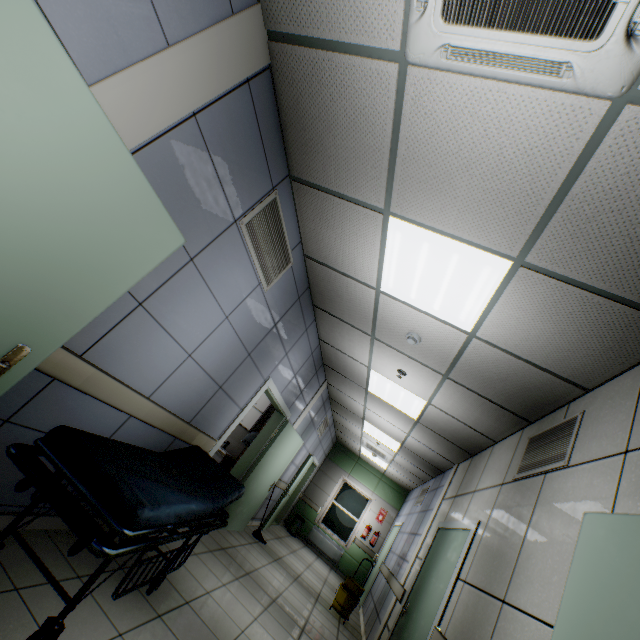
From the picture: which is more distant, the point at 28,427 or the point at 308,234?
the point at 308,234

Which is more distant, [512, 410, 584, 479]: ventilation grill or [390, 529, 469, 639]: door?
[390, 529, 469, 639]: door

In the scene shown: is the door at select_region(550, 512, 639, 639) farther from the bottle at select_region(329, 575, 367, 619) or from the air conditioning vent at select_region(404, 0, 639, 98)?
the bottle at select_region(329, 575, 367, 619)

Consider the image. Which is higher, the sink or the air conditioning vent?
the air conditioning vent

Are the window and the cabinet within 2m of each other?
no

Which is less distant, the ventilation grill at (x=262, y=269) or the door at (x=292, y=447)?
the ventilation grill at (x=262, y=269)

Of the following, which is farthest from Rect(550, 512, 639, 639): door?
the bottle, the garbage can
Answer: the garbage can

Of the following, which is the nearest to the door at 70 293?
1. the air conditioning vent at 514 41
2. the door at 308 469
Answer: the air conditioning vent at 514 41
